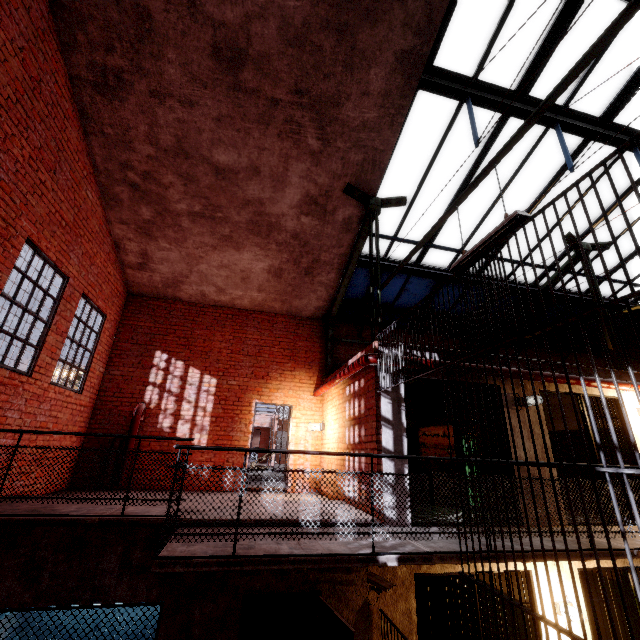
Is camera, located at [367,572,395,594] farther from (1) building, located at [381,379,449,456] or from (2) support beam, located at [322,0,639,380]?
(2) support beam, located at [322,0,639,380]

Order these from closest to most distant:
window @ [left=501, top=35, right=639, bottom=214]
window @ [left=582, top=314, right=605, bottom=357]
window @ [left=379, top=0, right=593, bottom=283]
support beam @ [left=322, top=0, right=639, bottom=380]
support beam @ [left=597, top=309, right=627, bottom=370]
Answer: support beam @ [left=322, top=0, right=639, bottom=380] < window @ [left=379, top=0, right=593, bottom=283] < window @ [left=501, top=35, right=639, bottom=214] < support beam @ [left=597, top=309, right=627, bottom=370] < window @ [left=582, top=314, right=605, bottom=357]

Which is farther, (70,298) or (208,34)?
(70,298)

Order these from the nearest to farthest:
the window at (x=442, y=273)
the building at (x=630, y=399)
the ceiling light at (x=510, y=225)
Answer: the ceiling light at (x=510, y=225), the building at (x=630, y=399), the window at (x=442, y=273)

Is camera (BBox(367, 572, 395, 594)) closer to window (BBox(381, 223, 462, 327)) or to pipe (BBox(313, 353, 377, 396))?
pipe (BBox(313, 353, 377, 396))

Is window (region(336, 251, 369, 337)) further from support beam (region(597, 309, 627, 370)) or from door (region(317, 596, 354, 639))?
door (region(317, 596, 354, 639))

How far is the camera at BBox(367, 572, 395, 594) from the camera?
4.34m

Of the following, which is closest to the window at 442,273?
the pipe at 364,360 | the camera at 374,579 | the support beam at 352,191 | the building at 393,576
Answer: the support beam at 352,191
